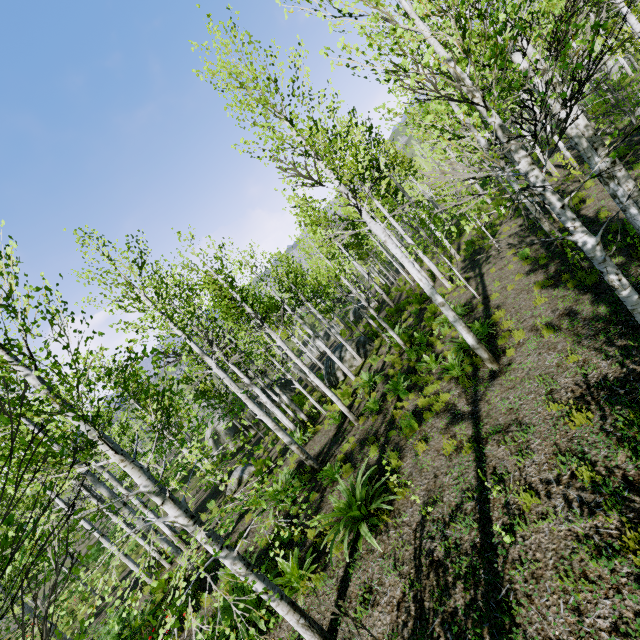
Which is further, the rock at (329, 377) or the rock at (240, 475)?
the rock at (329, 377)

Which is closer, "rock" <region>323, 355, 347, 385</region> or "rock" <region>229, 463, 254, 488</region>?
"rock" <region>229, 463, 254, 488</region>

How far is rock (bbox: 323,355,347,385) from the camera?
18.00m

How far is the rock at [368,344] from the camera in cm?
1806

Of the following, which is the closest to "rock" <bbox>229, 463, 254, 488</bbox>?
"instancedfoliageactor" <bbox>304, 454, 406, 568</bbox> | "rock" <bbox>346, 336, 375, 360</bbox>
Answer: "rock" <bbox>346, 336, 375, 360</bbox>

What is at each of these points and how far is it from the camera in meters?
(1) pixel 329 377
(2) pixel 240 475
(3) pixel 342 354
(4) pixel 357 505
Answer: (1) rock, 18.8 m
(2) rock, 15.9 m
(3) rock, 18.5 m
(4) instancedfoliageactor, 6.7 m

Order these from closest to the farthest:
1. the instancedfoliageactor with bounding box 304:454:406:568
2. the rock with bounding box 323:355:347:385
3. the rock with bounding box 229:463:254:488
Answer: the instancedfoliageactor with bounding box 304:454:406:568, the rock with bounding box 229:463:254:488, the rock with bounding box 323:355:347:385
